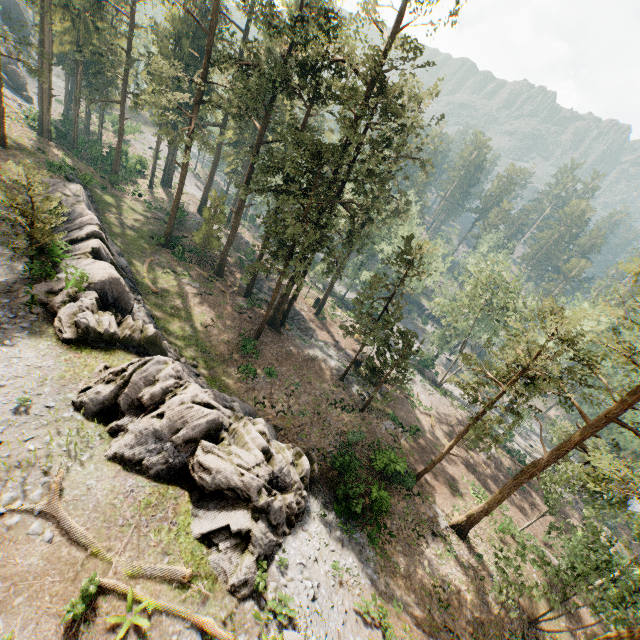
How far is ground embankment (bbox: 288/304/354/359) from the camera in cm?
3937

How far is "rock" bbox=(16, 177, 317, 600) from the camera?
14.2m

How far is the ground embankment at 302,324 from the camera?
39.4 meters

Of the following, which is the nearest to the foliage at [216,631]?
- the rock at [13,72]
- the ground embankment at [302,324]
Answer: the ground embankment at [302,324]

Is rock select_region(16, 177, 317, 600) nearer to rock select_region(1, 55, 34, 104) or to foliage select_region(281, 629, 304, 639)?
foliage select_region(281, 629, 304, 639)

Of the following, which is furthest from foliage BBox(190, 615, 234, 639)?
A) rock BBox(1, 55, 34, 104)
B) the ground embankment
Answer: rock BBox(1, 55, 34, 104)

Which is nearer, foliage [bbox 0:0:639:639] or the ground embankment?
foliage [bbox 0:0:639:639]

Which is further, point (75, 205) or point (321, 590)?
point (75, 205)
